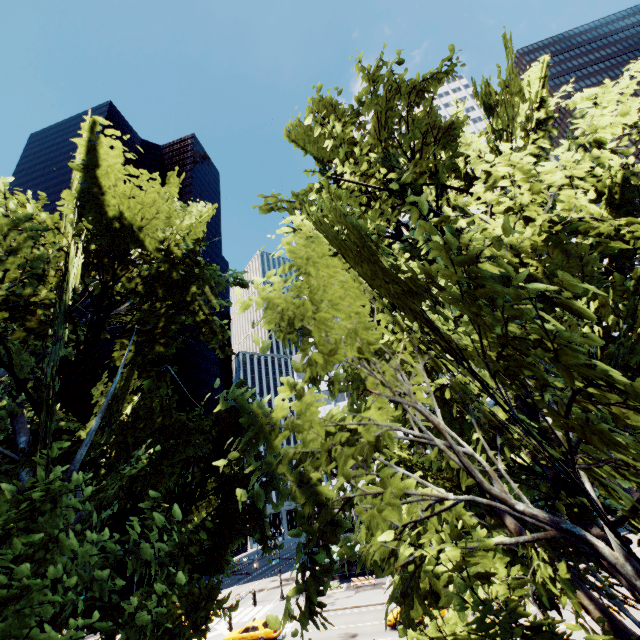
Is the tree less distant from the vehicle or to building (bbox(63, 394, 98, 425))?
the vehicle

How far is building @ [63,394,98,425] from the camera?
57.94m

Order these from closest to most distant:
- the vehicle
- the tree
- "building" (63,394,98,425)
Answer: the tree < the vehicle < "building" (63,394,98,425)

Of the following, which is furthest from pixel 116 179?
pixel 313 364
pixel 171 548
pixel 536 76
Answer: pixel 536 76

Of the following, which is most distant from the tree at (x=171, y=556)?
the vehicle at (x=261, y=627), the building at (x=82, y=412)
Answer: the building at (x=82, y=412)

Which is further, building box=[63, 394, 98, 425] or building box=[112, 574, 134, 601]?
building box=[63, 394, 98, 425]
